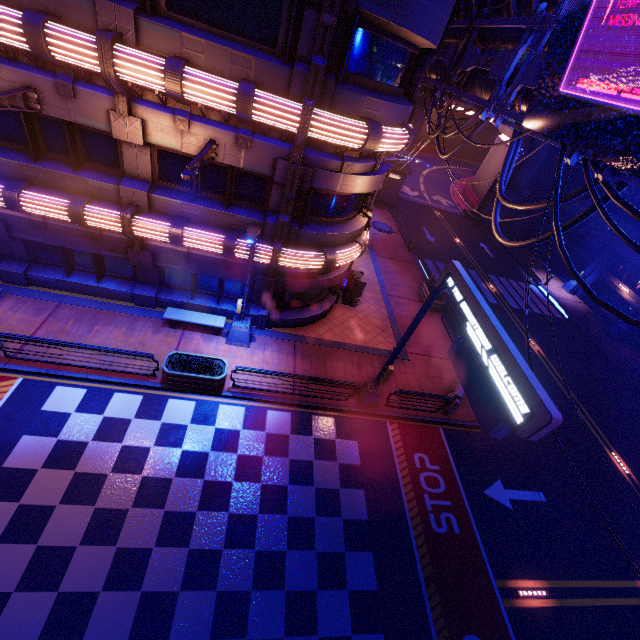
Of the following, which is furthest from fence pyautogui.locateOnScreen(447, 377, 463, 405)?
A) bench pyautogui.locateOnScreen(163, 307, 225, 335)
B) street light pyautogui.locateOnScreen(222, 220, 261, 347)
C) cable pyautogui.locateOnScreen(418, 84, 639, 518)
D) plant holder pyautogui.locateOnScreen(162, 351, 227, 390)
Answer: bench pyautogui.locateOnScreen(163, 307, 225, 335)

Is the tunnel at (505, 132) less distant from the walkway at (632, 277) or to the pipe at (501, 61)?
the walkway at (632, 277)

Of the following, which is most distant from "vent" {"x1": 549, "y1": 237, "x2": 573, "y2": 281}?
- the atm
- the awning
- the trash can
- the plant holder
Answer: the plant holder

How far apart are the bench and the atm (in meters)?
7.05

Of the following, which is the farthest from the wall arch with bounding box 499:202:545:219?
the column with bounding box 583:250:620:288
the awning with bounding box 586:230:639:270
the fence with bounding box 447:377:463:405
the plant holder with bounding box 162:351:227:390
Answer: the plant holder with bounding box 162:351:227:390

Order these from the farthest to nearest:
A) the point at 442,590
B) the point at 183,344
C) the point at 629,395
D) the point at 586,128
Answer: the point at 629,395 < the point at 183,344 < the point at 442,590 < the point at 586,128

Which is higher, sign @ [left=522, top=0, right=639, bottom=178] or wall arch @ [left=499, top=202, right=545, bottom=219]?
sign @ [left=522, top=0, right=639, bottom=178]

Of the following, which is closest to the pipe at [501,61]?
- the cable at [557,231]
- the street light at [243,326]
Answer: the cable at [557,231]
